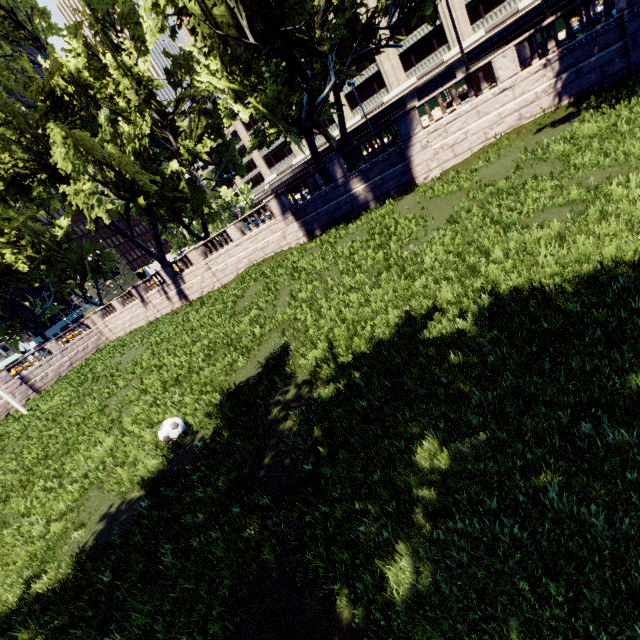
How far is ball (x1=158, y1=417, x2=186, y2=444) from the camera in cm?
828

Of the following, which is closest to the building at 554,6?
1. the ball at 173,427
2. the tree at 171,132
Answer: the tree at 171,132

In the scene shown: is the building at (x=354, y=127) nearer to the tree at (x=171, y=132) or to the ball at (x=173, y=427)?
the tree at (x=171, y=132)

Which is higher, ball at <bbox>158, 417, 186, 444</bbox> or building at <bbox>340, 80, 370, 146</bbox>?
building at <bbox>340, 80, 370, 146</bbox>

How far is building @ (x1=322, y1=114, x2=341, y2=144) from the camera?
57.91m

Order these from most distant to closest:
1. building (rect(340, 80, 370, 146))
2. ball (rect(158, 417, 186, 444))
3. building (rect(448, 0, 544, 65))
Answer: building (rect(340, 80, 370, 146)) → building (rect(448, 0, 544, 65)) → ball (rect(158, 417, 186, 444))

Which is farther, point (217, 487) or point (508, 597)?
point (217, 487)

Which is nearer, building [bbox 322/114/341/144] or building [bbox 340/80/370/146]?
building [bbox 340/80/370/146]
